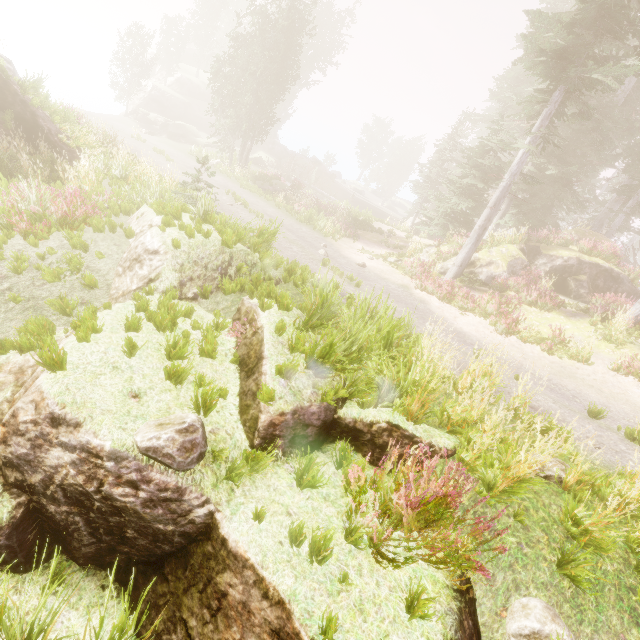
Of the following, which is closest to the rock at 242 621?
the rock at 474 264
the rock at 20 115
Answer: the rock at 20 115

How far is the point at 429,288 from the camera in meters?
15.0

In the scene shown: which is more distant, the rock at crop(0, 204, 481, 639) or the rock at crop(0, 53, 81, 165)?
the rock at crop(0, 53, 81, 165)

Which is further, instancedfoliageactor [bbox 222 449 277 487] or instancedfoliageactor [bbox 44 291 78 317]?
instancedfoliageactor [bbox 44 291 78 317]

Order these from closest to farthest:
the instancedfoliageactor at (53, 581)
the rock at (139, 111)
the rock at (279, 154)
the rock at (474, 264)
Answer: the instancedfoliageactor at (53, 581), the rock at (474, 264), the rock at (139, 111), the rock at (279, 154)

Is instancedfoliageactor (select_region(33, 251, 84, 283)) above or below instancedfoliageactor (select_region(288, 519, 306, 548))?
below

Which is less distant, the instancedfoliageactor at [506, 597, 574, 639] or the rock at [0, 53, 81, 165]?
the instancedfoliageactor at [506, 597, 574, 639]

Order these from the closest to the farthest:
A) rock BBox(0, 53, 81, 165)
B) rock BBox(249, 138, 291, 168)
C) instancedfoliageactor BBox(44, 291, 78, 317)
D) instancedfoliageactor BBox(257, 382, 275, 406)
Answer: instancedfoliageactor BBox(257, 382, 275, 406) < instancedfoliageactor BBox(44, 291, 78, 317) < rock BBox(0, 53, 81, 165) < rock BBox(249, 138, 291, 168)
